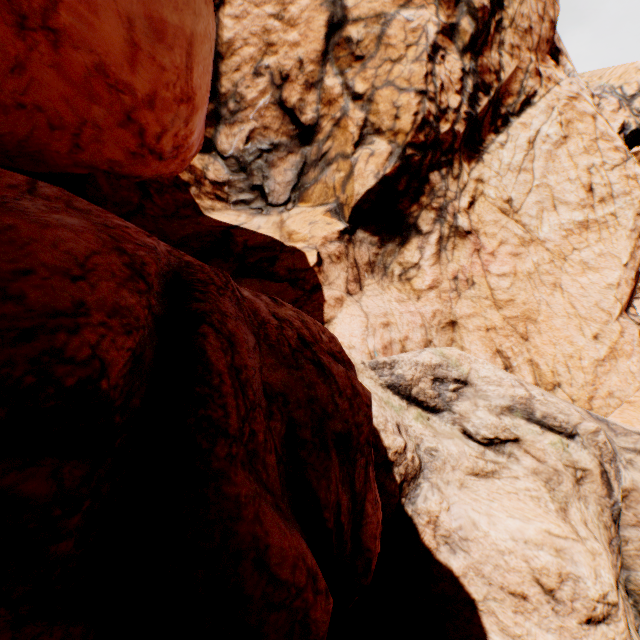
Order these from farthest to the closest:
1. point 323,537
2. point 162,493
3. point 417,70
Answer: point 417,70 < point 323,537 < point 162,493
